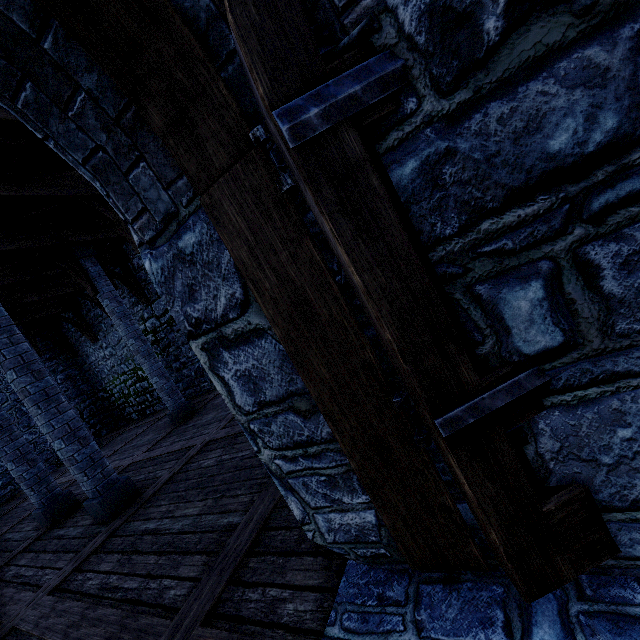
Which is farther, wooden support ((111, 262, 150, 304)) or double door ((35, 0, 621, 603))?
wooden support ((111, 262, 150, 304))

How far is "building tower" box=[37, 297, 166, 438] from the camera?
13.50m

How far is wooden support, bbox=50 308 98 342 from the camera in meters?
12.9

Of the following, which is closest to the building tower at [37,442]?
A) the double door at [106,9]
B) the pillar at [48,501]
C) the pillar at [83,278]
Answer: the double door at [106,9]

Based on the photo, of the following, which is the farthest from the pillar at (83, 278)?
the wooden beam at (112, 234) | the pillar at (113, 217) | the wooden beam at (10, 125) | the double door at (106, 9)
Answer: the double door at (106, 9)

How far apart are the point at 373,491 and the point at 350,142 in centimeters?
161cm

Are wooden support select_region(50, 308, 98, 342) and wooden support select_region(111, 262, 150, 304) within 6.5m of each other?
yes

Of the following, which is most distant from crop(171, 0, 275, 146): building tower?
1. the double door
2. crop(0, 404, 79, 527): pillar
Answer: crop(0, 404, 79, 527): pillar
